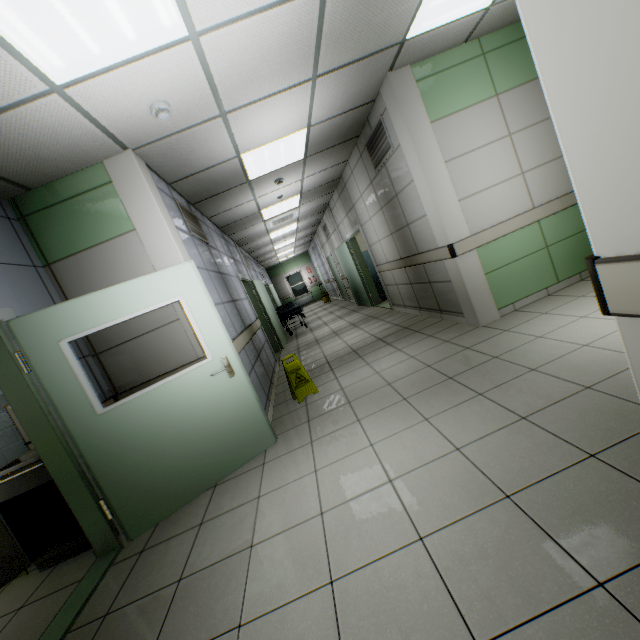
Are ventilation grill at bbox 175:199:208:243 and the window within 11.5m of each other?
no

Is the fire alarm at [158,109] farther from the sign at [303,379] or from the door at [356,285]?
the door at [356,285]

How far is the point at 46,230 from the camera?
3.17m

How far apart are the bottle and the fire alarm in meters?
3.6 m

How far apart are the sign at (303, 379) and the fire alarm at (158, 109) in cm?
287

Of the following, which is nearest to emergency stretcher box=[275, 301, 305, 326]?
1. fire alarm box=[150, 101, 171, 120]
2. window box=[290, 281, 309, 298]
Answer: fire alarm box=[150, 101, 171, 120]

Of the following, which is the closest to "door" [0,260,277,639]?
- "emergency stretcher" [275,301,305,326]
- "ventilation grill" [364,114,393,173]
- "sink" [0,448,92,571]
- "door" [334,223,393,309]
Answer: "sink" [0,448,92,571]

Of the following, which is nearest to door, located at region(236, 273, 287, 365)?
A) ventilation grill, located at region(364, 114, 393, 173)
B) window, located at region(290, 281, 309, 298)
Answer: ventilation grill, located at region(364, 114, 393, 173)
